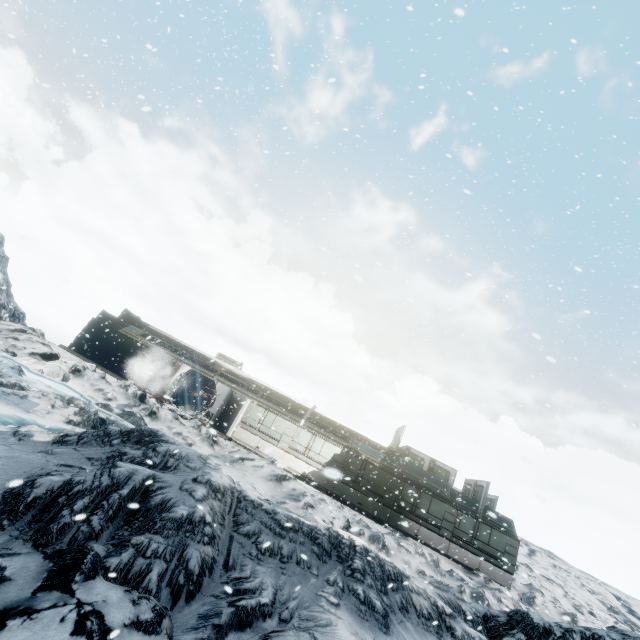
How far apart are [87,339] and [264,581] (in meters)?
25.67
